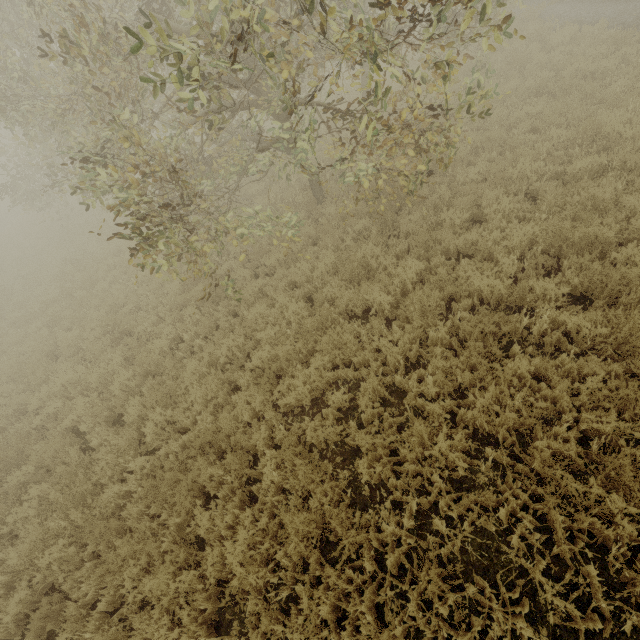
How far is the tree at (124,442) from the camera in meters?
5.8

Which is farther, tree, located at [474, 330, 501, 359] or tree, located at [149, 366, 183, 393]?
tree, located at [149, 366, 183, 393]

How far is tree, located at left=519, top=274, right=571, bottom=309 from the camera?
4.8 meters

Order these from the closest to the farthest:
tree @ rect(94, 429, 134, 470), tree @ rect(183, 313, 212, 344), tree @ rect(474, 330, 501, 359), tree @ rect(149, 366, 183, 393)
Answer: tree @ rect(474, 330, 501, 359) < tree @ rect(94, 429, 134, 470) < tree @ rect(149, 366, 183, 393) < tree @ rect(183, 313, 212, 344)

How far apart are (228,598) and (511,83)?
13.50m

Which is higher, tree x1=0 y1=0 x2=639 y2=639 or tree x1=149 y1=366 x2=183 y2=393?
tree x1=0 y1=0 x2=639 y2=639

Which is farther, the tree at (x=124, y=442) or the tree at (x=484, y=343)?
the tree at (x=124, y=442)
